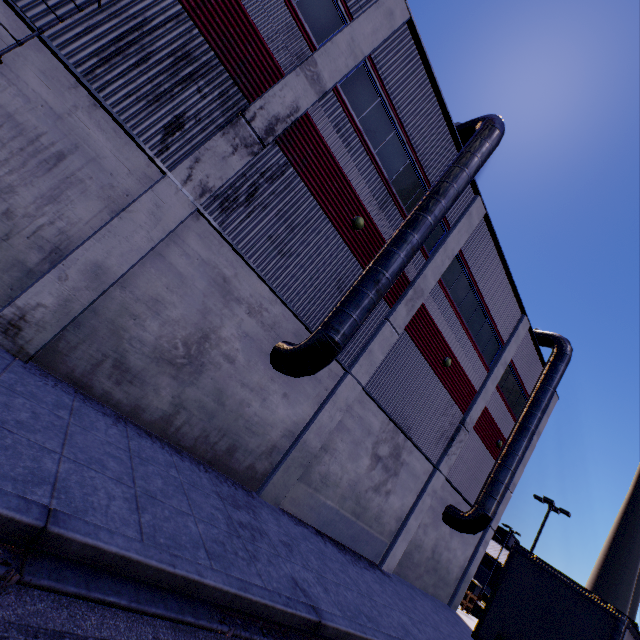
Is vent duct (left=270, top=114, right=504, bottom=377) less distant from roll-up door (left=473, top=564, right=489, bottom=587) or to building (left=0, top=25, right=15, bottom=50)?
building (left=0, top=25, right=15, bottom=50)

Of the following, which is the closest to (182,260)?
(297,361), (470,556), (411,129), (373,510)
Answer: (297,361)

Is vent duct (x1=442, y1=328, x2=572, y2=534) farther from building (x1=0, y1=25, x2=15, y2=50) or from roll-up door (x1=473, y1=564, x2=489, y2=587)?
roll-up door (x1=473, y1=564, x2=489, y2=587)

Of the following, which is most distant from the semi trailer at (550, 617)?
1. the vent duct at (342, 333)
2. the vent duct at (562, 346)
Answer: the vent duct at (342, 333)

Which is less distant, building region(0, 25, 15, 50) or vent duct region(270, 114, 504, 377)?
building region(0, 25, 15, 50)

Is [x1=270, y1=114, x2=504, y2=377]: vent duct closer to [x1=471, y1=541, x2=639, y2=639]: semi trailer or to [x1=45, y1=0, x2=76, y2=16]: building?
[x1=45, y1=0, x2=76, y2=16]: building

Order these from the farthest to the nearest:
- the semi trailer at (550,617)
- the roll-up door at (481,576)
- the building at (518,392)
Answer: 1. the roll-up door at (481,576)
2. the semi trailer at (550,617)
3. the building at (518,392)
